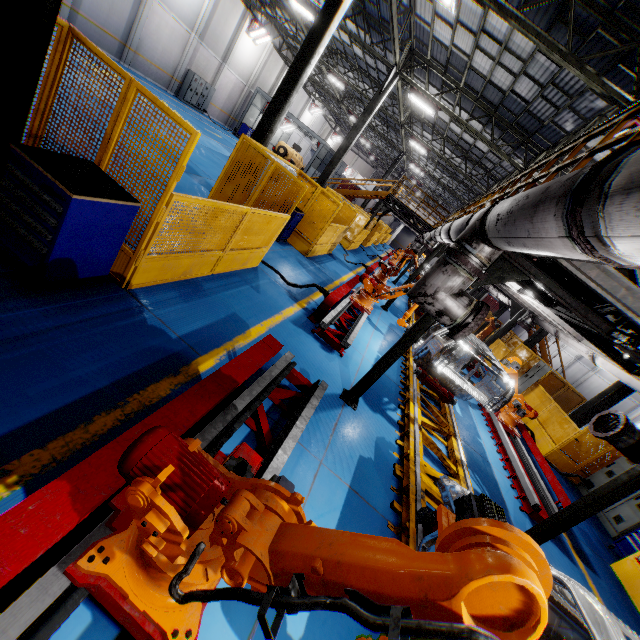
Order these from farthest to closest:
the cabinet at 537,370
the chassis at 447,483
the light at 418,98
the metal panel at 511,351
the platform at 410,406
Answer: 1. the metal panel at 511,351
2. the cabinet at 537,370
3. the light at 418,98
4. the platform at 410,406
5. the chassis at 447,483

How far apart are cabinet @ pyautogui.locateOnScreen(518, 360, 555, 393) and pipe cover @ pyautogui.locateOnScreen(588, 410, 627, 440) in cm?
1172

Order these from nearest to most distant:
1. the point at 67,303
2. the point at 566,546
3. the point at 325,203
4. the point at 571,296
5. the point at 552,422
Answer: the point at 67,303 → the point at 571,296 → the point at 566,546 → the point at 325,203 → the point at 552,422

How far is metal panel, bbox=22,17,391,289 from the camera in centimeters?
366cm

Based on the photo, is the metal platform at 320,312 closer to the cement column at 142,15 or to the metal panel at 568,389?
the metal panel at 568,389

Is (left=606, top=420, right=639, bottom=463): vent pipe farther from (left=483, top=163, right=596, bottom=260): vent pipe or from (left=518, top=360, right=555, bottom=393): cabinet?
(left=518, top=360, right=555, bottom=393): cabinet

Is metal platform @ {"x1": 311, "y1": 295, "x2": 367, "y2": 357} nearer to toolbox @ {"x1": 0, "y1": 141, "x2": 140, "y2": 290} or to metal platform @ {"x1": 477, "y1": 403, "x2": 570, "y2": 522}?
toolbox @ {"x1": 0, "y1": 141, "x2": 140, "y2": 290}

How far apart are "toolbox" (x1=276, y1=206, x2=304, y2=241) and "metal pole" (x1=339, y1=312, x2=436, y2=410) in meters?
6.6 m
